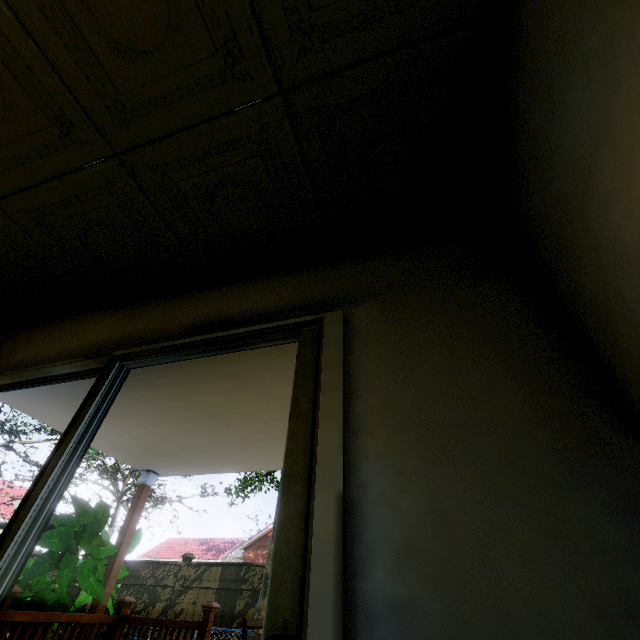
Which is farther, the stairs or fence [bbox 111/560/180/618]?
fence [bbox 111/560/180/618]

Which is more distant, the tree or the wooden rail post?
the tree

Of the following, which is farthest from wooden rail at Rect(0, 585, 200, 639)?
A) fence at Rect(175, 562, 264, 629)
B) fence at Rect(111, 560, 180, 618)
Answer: fence at Rect(111, 560, 180, 618)

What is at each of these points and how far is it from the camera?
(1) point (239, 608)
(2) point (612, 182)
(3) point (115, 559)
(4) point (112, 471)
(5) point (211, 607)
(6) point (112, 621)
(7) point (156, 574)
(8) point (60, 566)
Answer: (1) fence, 8.12m
(2) stairs, 0.88m
(3) pillar, 4.14m
(4) tree, 33.62m
(5) wooden rail post, 3.40m
(6) wooden rail, 3.54m
(7) fence, 9.25m
(8) plant, 3.38m

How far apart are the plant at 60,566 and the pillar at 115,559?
0.0m

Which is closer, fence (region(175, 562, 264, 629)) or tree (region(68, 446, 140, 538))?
fence (region(175, 562, 264, 629))

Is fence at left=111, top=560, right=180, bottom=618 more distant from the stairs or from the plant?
the stairs

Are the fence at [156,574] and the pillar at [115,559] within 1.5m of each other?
no
